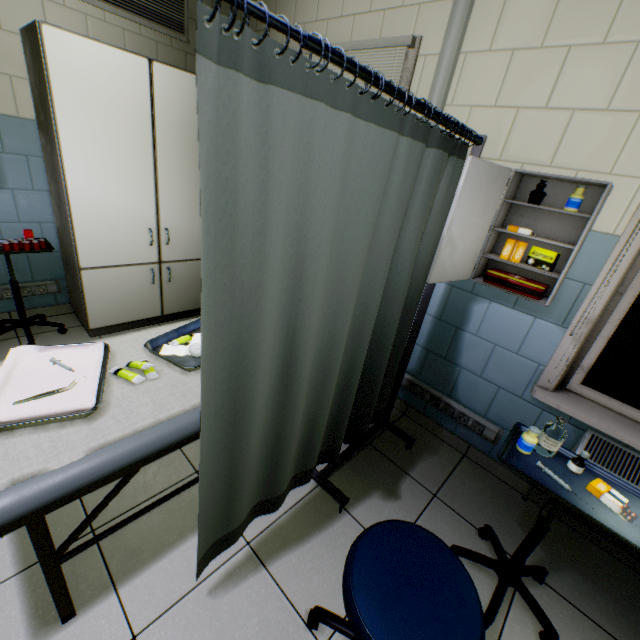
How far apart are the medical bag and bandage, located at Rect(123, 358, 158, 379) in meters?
1.8 m

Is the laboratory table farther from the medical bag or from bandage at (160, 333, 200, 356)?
the medical bag

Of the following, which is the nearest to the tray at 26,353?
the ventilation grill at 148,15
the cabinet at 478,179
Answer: the cabinet at 478,179

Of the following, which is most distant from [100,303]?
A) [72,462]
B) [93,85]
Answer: [72,462]

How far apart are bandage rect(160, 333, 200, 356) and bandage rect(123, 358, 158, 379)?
0.1m

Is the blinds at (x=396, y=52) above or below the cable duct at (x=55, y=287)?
above

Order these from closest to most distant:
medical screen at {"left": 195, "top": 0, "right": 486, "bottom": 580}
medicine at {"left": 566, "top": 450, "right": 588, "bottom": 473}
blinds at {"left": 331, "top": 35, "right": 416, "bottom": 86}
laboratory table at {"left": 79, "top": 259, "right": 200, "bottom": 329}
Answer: medical screen at {"left": 195, "top": 0, "right": 486, "bottom": 580} < medicine at {"left": 566, "top": 450, "right": 588, "bottom": 473} < blinds at {"left": 331, "top": 35, "right": 416, "bottom": 86} < laboratory table at {"left": 79, "top": 259, "right": 200, "bottom": 329}

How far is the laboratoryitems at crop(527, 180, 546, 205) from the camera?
1.58m
